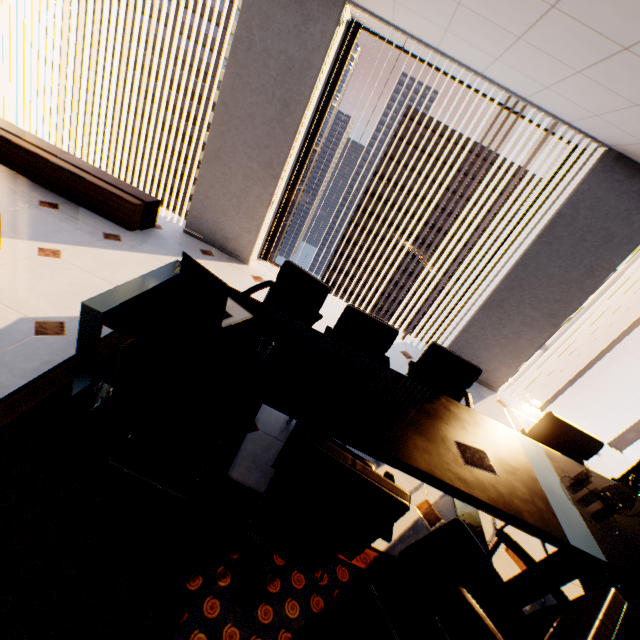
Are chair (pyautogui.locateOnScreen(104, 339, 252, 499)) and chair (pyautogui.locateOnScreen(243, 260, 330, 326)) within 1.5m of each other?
yes

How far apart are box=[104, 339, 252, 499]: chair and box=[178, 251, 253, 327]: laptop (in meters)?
0.34

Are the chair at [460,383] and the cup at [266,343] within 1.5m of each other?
yes

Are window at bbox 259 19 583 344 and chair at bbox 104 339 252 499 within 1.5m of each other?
no

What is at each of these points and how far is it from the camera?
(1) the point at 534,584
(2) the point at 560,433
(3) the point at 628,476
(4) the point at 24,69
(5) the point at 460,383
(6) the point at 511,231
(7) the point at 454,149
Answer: (1) table, 1.81m
(2) chair, 2.59m
(3) chair, 2.65m
(4) window, 4.34m
(5) chair, 2.74m
(6) window, 4.13m
(7) building, 51.41m

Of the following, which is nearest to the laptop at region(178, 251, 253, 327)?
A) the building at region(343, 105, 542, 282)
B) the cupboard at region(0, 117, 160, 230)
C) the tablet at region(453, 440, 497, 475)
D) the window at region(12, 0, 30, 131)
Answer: the tablet at region(453, 440, 497, 475)

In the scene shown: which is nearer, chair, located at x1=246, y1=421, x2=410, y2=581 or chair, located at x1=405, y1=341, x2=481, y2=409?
chair, located at x1=246, y1=421, x2=410, y2=581

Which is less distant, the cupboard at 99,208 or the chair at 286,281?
the chair at 286,281
